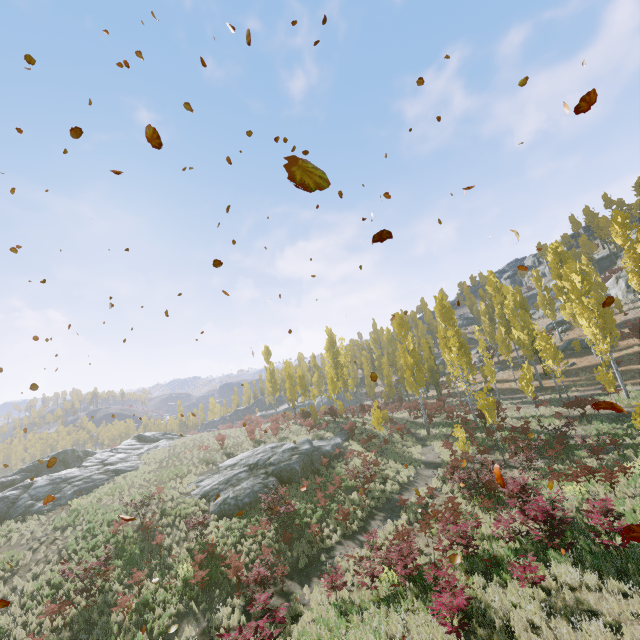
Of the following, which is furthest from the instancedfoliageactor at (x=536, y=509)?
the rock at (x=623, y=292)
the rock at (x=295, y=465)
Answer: the rock at (x=623, y=292)

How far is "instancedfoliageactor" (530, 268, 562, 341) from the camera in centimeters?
4206cm

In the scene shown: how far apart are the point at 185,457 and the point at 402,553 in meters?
25.3

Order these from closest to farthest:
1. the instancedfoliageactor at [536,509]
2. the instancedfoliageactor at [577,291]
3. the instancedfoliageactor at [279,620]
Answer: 1. the instancedfoliageactor at [279,620]
2. the instancedfoliageactor at [536,509]
3. the instancedfoliageactor at [577,291]

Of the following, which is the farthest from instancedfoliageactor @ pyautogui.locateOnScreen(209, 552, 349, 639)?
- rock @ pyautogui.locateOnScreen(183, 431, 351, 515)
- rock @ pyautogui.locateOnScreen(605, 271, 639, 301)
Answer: rock @ pyautogui.locateOnScreen(605, 271, 639, 301)

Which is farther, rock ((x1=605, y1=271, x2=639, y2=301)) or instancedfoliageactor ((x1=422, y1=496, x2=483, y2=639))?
rock ((x1=605, y1=271, x2=639, y2=301))

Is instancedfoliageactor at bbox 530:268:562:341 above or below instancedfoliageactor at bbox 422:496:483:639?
above
